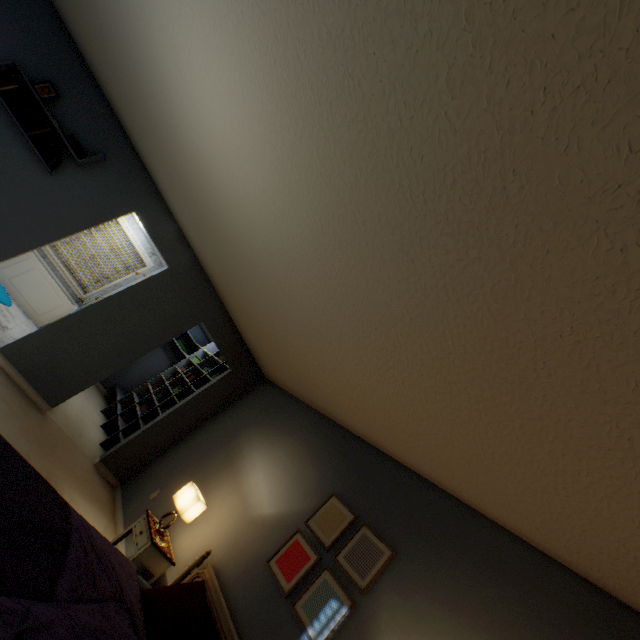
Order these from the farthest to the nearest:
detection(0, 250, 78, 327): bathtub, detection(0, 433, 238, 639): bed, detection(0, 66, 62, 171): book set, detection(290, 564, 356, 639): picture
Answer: detection(0, 250, 78, 327): bathtub → detection(0, 66, 62, 171): book set → detection(290, 564, 356, 639): picture → detection(0, 433, 238, 639): bed

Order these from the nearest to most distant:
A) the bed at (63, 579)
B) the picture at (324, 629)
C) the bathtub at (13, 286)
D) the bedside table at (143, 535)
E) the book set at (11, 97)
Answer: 1. the bed at (63, 579)
2. the picture at (324, 629)
3. the bedside table at (143, 535)
4. the book set at (11, 97)
5. the bathtub at (13, 286)

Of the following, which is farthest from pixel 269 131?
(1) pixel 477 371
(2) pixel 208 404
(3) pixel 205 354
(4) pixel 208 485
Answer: (3) pixel 205 354

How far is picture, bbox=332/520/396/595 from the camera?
2.2m

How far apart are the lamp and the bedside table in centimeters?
4cm

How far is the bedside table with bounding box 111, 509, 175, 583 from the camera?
2.7 meters

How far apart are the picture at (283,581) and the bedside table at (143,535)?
0.9m

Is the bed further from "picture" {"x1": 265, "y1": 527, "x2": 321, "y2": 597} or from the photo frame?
the photo frame
